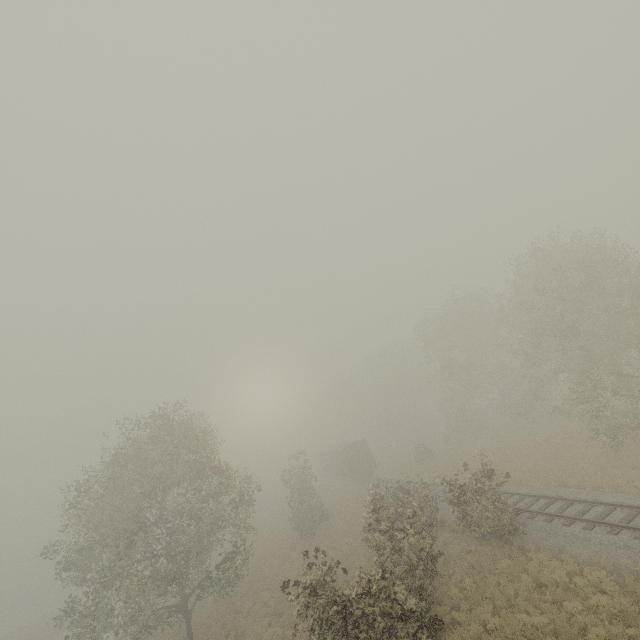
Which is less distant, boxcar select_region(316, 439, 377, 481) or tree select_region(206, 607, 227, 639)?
tree select_region(206, 607, 227, 639)

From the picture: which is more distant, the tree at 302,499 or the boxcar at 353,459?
the boxcar at 353,459

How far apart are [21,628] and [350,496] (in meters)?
52.62

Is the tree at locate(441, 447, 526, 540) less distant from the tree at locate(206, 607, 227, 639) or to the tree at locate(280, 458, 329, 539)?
the tree at locate(280, 458, 329, 539)

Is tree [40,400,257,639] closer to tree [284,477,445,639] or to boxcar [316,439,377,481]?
tree [284,477,445,639]

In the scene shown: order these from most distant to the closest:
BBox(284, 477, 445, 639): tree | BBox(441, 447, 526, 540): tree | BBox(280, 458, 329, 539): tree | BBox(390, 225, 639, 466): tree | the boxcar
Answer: the boxcar → BBox(280, 458, 329, 539): tree → BBox(390, 225, 639, 466): tree → BBox(441, 447, 526, 540): tree → BBox(284, 477, 445, 639): tree

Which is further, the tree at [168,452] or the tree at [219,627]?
the tree at [219,627]

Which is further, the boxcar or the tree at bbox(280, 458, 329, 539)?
the boxcar
